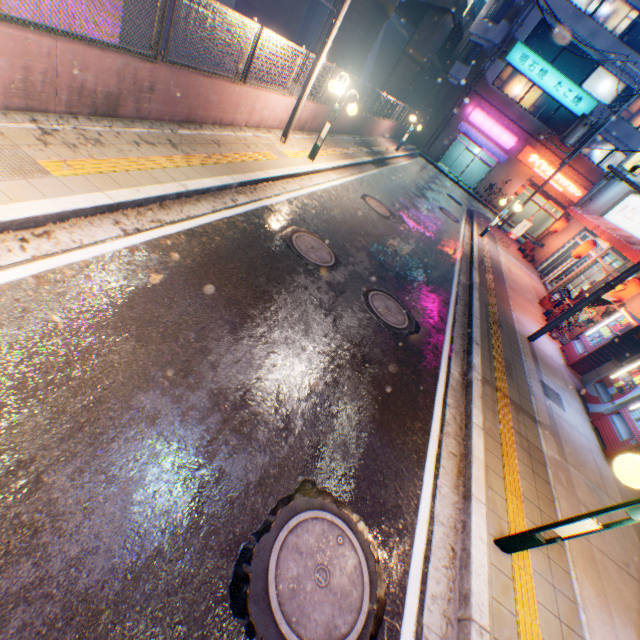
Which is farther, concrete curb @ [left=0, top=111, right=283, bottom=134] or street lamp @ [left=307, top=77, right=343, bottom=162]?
street lamp @ [left=307, top=77, right=343, bottom=162]

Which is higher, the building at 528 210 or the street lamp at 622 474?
the street lamp at 622 474

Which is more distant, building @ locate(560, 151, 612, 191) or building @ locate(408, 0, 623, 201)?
building @ locate(560, 151, 612, 191)

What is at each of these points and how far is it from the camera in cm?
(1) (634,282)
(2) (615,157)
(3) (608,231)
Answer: (1) street lamp, 1026
(2) window glass, 2589
(3) awning, 1378

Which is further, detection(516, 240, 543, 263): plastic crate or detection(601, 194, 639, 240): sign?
detection(516, 240, 543, 263): plastic crate

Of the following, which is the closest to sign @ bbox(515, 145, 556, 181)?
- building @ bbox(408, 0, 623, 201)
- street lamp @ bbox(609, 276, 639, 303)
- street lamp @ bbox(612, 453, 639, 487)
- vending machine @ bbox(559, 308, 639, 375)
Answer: building @ bbox(408, 0, 623, 201)

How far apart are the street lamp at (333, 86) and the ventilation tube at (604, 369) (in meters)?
10.20

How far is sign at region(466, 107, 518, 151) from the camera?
27.4 meters
